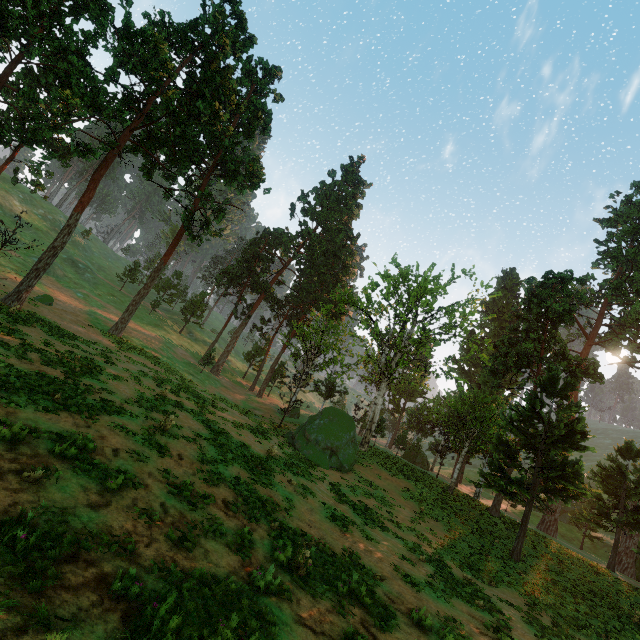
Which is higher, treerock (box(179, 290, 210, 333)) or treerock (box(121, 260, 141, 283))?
treerock (box(121, 260, 141, 283))

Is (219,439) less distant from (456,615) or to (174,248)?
(456,615)

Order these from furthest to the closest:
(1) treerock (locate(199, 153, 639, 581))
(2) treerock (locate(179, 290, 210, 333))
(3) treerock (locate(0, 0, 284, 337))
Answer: (2) treerock (locate(179, 290, 210, 333)) → (1) treerock (locate(199, 153, 639, 581)) → (3) treerock (locate(0, 0, 284, 337))

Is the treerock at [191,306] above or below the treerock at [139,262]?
below

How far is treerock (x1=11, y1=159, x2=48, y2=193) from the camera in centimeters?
2486cm

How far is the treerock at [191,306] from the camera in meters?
55.7 m

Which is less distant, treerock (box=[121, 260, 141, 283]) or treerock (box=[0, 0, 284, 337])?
treerock (box=[0, 0, 284, 337])
